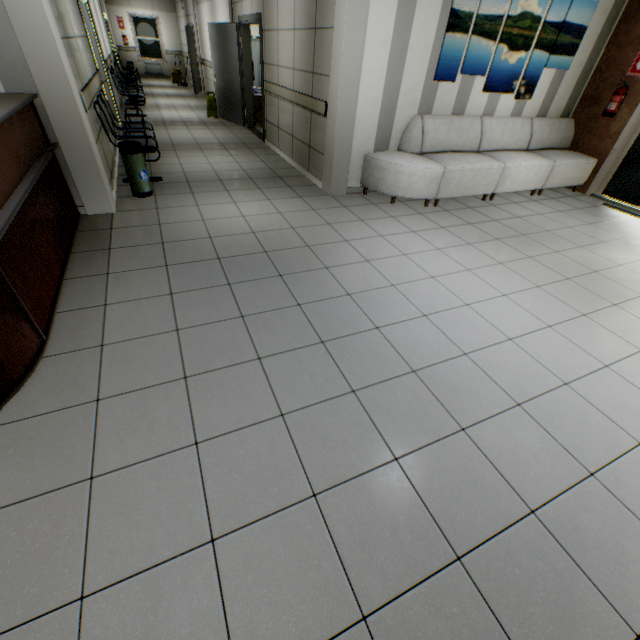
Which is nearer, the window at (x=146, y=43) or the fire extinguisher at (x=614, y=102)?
the fire extinguisher at (x=614, y=102)

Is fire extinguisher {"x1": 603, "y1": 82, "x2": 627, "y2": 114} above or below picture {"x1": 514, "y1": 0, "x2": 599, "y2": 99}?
below

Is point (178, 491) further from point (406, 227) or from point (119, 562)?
point (406, 227)

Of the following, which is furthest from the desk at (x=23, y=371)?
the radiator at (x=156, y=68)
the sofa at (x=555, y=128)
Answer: the radiator at (x=156, y=68)

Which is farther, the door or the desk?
the door

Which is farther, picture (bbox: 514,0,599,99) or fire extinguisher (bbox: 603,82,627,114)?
fire extinguisher (bbox: 603,82,627,114)

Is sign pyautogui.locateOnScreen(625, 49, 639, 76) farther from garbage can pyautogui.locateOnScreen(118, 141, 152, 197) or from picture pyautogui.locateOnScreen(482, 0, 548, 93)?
garbage can pyautogui.locateOnScreen(118, 141, 152, 197)

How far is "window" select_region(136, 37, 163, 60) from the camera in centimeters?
1583cm
